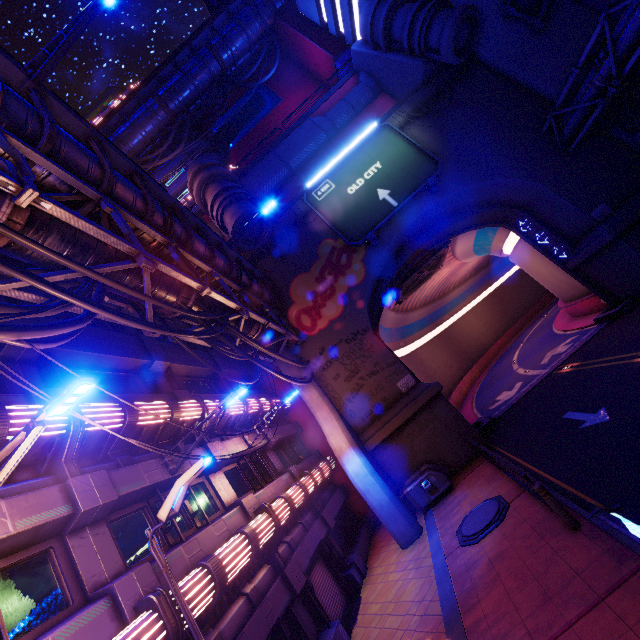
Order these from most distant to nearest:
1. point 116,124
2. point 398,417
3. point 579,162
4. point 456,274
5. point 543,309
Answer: point 543,309 → point 456,274 → point 116,124 → point 579,162 → point 398,417

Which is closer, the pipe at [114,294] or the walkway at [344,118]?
the pipe at [114,294]

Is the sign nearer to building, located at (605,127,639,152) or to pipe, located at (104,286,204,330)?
pipe, located at (104,286,204,330)

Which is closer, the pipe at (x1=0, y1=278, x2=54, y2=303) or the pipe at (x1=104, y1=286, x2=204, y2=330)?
the pipe at (x1=0, y1=278, x2=54, y2=303)

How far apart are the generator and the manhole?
3.1m

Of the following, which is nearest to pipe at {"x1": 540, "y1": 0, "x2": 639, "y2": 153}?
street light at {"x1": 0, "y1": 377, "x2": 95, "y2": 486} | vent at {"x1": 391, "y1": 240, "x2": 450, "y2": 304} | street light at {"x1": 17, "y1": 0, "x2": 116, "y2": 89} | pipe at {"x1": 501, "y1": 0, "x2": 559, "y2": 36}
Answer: pipe at {"x1": 501, "y1": 0, "x2": 559, "y2": 36}

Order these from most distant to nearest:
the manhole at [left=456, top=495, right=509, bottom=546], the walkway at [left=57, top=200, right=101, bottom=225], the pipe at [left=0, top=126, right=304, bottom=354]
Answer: the manhole at [left=456, top=495, right=509, bottom=546] → the walkway at [left=57, top=200, right=101, bottom=225] → the pipe at [left=0, top=126, right=304, bottom=354]

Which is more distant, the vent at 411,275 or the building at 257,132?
the vent at 411,275
